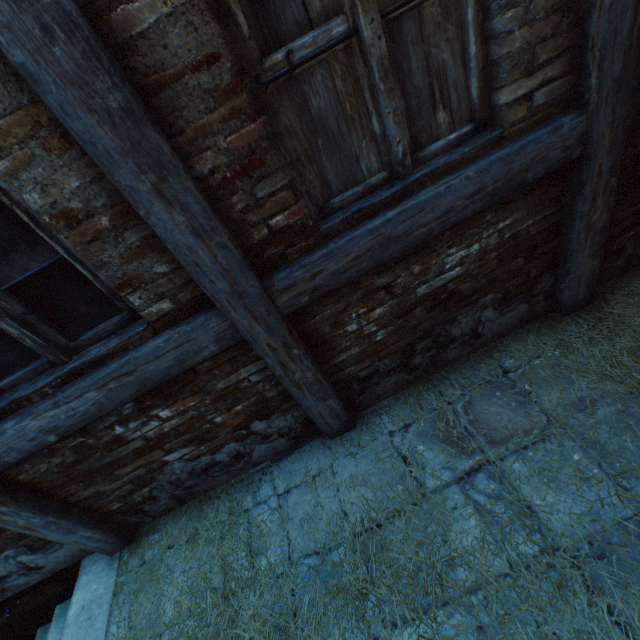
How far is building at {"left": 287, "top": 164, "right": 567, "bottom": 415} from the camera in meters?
1.8 m

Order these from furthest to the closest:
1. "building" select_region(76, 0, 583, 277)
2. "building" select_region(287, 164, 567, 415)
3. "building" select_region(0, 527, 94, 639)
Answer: "building" select_region(0, 527, 94, 639)
"building" select_region(287, 164, 567, 415)
"building" select_region(76, 0, 583, 277)

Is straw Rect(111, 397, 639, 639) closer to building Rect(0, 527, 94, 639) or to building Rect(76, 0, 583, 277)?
building Rect(0, 527, 94, 639)

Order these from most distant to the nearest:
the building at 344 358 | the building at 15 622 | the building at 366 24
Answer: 1. the building at 15 622
2. the building at 344 358
3. the building at 366 24

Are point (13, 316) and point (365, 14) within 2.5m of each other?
yes

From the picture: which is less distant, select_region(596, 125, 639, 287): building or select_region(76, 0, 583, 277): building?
select_region(76, 0, 583, 277): building

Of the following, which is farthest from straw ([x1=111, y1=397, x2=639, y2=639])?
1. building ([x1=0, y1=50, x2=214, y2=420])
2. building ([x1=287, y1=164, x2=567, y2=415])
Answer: building ([x1=0, y1=50, x2=214, y2=420])

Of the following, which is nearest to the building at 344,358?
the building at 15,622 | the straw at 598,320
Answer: the straw at 598,320
